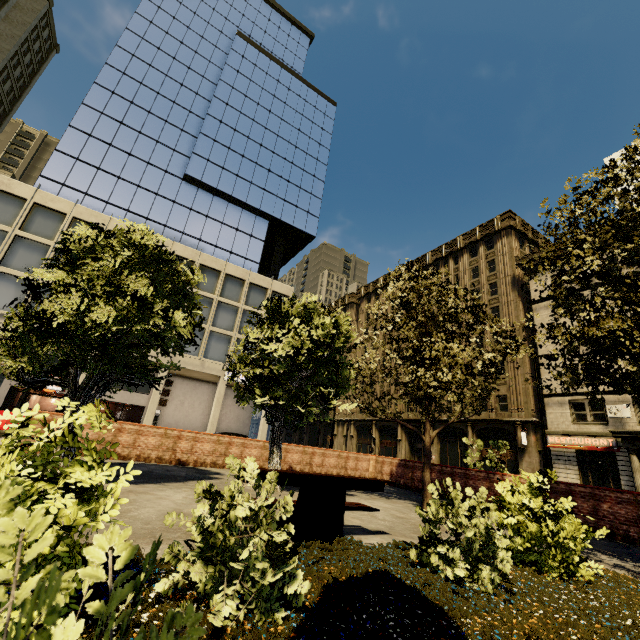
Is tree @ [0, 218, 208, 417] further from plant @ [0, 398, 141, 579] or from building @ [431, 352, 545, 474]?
building @ [431, 352, 545, 474]

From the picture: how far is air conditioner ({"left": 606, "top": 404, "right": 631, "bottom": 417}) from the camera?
23.1m

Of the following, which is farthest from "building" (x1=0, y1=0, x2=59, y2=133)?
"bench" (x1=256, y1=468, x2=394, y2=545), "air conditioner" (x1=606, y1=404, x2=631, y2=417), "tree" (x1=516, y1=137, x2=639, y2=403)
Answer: "bench" (x1=256, y1=468, x2=394, y2=545)

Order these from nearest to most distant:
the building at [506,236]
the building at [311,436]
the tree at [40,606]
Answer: the tree at [40,606] < the building at [506,236] < the building at [311,436]

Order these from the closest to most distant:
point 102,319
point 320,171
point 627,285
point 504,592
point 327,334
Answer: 1. point 504,592
2. point 102,319
3. point 627,285
4. point 327,334
5. point 320,171

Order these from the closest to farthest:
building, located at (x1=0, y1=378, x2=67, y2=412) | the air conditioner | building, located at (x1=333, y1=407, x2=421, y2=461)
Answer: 1. the air conditioner
2. building, located at (x1=0, y1=378, x2=67, y2=412)
3. building, located at (x1=333, y1=407, x2=421, y2=461)

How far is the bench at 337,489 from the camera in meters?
4.6 m

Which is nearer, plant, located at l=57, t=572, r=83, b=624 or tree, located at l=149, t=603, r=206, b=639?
tree, located at l=149, t=603, r=206, b=639
